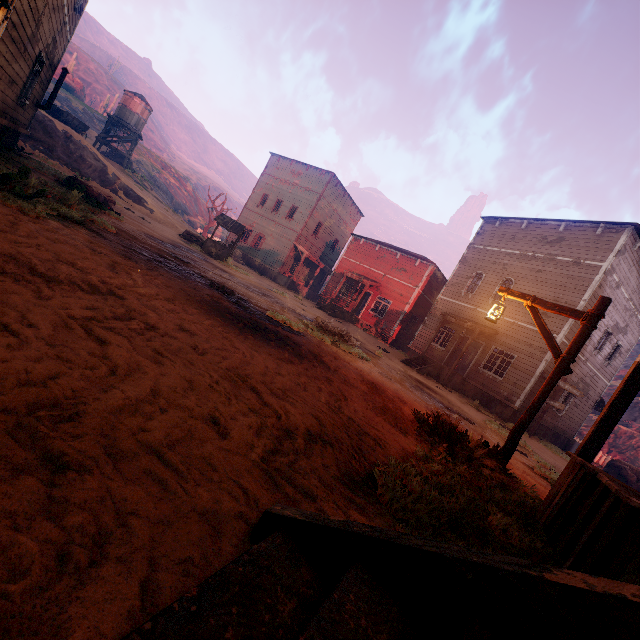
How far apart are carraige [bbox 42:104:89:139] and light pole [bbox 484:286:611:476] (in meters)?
35.22

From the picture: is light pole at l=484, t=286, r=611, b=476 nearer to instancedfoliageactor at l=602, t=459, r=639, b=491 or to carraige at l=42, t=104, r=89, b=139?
instancedfoliageactor at l=602, t=459, r=639, b=491

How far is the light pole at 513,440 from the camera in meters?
5.1 m

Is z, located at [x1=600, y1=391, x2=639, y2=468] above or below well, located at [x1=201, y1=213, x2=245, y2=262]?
above

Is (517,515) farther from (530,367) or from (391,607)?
(530,367)

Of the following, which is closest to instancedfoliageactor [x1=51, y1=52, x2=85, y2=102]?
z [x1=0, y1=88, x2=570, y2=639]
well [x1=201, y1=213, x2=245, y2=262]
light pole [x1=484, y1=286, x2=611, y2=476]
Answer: z [x1=0, y1=88, x2=570, y2=639]

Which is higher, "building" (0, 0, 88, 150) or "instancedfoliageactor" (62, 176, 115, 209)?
"building" (0, 0, 88, 150)

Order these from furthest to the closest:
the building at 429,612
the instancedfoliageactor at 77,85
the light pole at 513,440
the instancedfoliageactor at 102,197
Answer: the instancedfoliageactor at 77,85 → the instancedfoliageactor at 102,197 → the light pole at 513,440 → the building at 429,612
